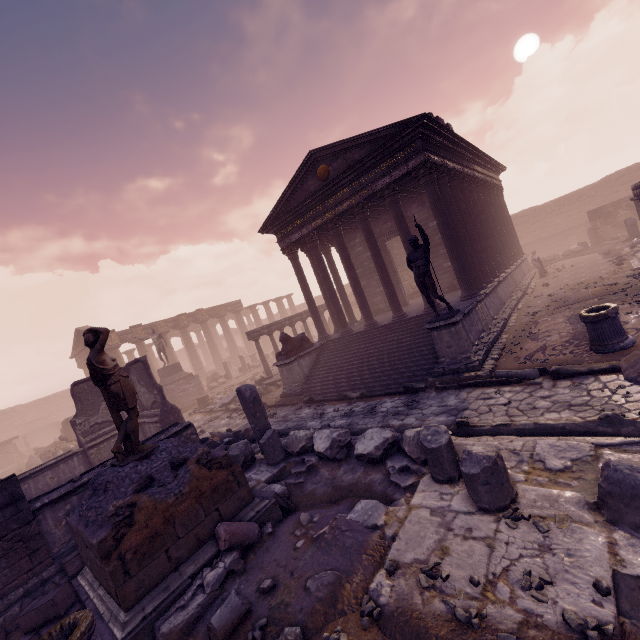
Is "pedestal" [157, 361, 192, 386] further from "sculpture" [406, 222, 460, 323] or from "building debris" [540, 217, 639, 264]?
"building debris" [540, 217, 639, 264]

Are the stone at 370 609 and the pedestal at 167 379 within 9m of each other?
no

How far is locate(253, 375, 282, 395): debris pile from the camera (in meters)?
16.88

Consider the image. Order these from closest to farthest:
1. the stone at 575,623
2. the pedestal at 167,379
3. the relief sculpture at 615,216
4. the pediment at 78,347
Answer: the stone at 575,623, the pedestal at 167,379, the relief sculpture at 615,216, the pediment at 78,347

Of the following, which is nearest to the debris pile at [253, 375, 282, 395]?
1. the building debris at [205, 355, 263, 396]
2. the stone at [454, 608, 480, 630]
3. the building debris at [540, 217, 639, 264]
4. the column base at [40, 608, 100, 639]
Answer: the building debris at [205, 355, 263, 396]

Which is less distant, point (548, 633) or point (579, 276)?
point (548, 633)

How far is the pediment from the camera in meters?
30.2 m

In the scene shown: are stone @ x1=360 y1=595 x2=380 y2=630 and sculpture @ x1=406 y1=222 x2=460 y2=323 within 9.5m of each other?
yes
